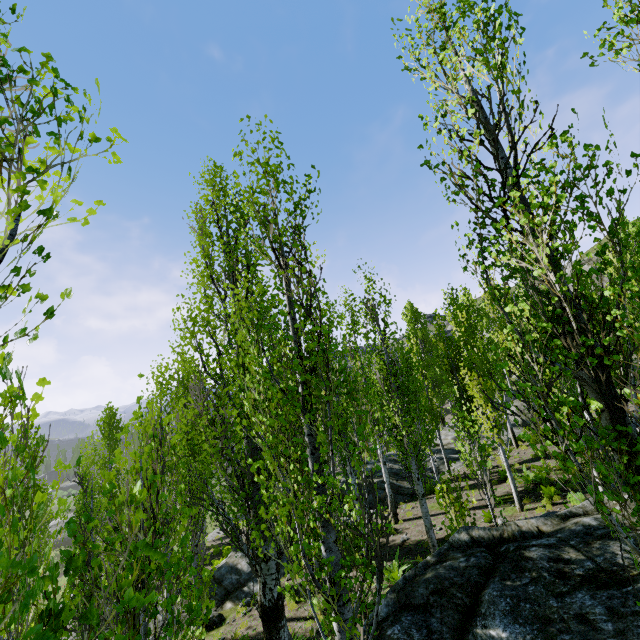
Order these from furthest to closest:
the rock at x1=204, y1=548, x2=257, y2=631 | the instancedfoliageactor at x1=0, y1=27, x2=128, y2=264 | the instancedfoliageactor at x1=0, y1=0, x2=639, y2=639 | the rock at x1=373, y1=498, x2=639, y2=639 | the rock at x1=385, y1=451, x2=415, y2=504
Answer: the rock at x1=385, y1=451, x2=415, y2=504, the rock at x1=204, y1=548, x2=257, y2=631, the rock at x1=373, y1=498, x2=639, y2=639, the instancedfoliageactor at x1=0, y1=0, x2=639, y2=639, the instancedfoliageactor at x1=0, y1=27, x2=128, y2=264

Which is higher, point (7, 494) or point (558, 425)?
point (7, 494)

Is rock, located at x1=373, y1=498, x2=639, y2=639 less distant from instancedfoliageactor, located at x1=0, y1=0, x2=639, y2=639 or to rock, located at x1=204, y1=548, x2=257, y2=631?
instancedfoliageactor, located at x1=0, y1=0, x2=639, y2=639

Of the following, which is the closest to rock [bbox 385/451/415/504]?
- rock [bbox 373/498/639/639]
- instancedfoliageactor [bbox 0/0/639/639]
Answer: instancedfoliageactor [bbox 0/0/639/639]

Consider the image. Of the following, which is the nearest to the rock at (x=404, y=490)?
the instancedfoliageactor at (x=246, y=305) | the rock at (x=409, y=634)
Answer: the instancedfoliageactor at (x=246, y=305)

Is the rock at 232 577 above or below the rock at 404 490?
below

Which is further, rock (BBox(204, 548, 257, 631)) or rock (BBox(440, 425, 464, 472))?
rock (BBox(440, 425, 464, 472))
